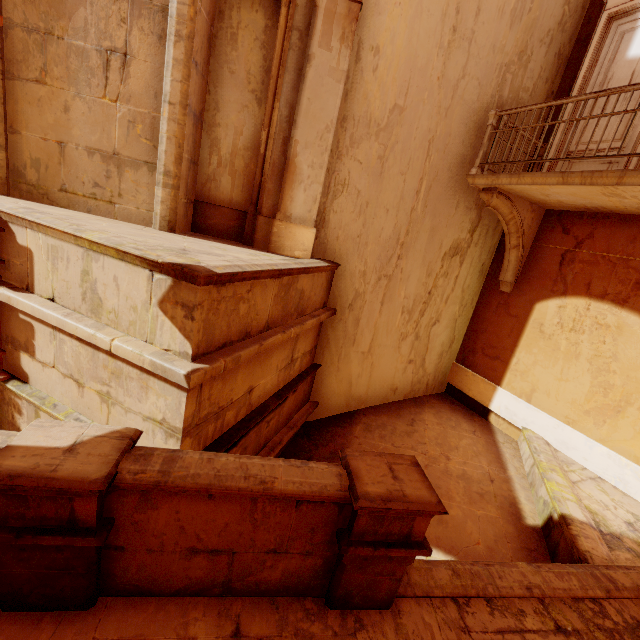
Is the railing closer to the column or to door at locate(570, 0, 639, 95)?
door at locate(570, 0, 639, 95)

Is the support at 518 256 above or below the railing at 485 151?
below

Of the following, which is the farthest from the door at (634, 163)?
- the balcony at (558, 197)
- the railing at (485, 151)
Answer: the railing at (485, 151)

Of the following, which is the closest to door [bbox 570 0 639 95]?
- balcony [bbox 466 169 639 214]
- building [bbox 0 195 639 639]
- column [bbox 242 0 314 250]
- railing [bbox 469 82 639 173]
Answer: balcony [bbox 466 169 639 214]

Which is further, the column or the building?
the column

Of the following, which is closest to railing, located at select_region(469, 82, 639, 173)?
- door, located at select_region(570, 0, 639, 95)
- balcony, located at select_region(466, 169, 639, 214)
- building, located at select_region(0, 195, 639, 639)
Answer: balcony, located at select_region(466, 169, 639, 214)

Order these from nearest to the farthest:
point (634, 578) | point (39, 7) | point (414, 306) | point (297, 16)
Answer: point (634, 578), point (39, 7), point (297, 16), point (414, 306)

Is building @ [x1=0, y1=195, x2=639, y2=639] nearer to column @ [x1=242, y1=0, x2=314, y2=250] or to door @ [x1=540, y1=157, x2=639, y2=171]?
column @ [x1=242, y1=0, x2=314, y2=250]
